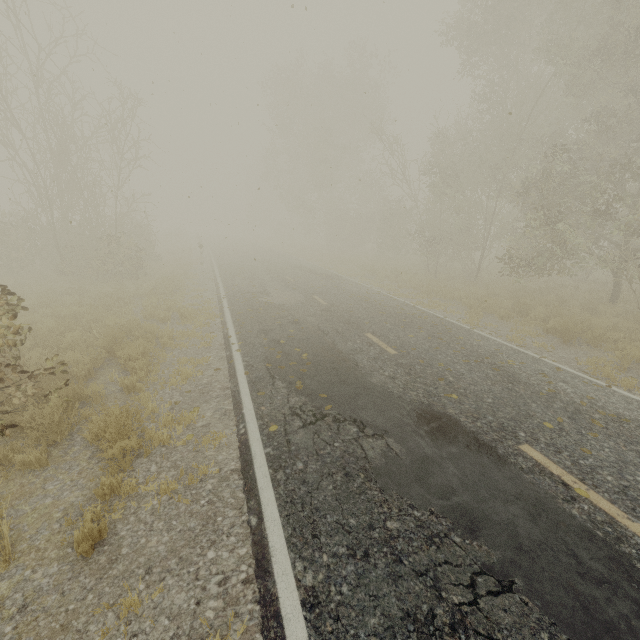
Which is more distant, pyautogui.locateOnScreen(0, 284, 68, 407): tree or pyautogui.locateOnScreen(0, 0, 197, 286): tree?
pyautogui.locateOnScreen(0, 0, 197, 286): tree

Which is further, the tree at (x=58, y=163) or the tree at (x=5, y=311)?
the tree at (x=58, y=163)

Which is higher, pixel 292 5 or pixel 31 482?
pixel 292 5
